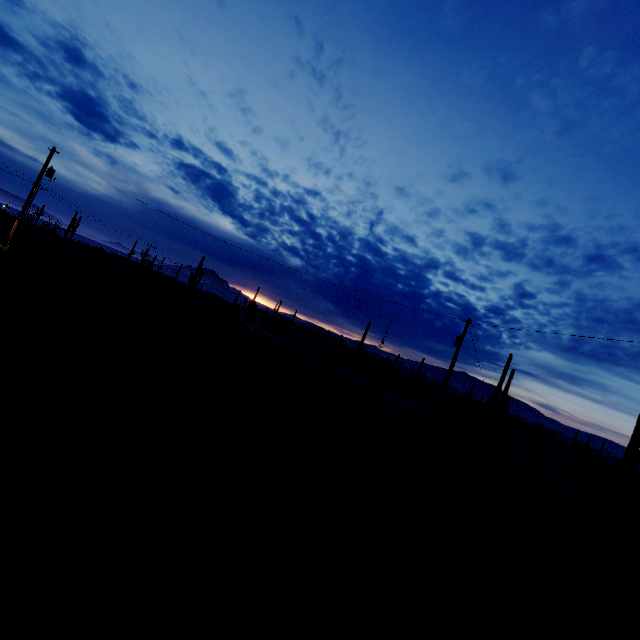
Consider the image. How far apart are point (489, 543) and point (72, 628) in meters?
11.5
